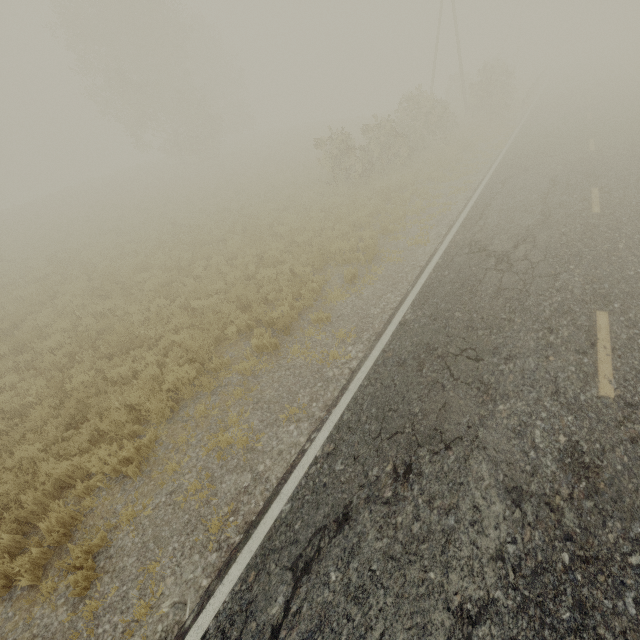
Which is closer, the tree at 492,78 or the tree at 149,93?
the tree at 492,78

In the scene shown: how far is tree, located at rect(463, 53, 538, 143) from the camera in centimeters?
2291cm

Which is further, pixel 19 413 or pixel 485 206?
pixel 485 206

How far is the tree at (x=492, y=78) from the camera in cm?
2291

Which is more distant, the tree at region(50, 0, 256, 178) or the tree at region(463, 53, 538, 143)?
the tree at region(50, 0, 256, 178)

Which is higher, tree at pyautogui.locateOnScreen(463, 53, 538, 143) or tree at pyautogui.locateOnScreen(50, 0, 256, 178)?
tree at pyautogui.locateOnScreen(50, 0, 256, 178)
